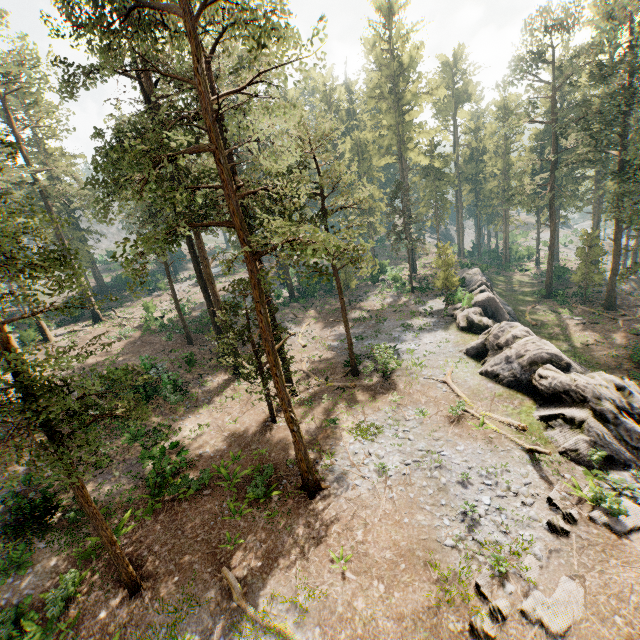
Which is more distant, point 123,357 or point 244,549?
point 123,357

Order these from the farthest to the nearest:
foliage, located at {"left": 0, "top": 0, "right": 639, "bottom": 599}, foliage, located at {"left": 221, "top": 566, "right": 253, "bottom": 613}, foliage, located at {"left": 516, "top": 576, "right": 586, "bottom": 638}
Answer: foliage, located at {"left": 221, "top": 566, "right": 253, "bottom": 613}, foliage, located at {"left": 0, "top": 0, "right": 639, "bottom": 599}, foliage, located at {"left": 516, "top": 576, "right": 586, "bottom": 638}

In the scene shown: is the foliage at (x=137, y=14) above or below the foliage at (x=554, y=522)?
above

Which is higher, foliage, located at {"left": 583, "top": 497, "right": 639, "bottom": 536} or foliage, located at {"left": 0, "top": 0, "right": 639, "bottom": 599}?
foliage, located at {"left": 0, "top": 0, "right": 639, "bottom": 599}

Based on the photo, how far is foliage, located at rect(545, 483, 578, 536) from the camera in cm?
1186

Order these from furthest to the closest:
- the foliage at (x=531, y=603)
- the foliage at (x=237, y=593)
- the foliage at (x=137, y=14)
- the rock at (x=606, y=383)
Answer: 1. the rock at (x=606, y=383)
2. the foliage at (x=237, y=593)
3. the foliage at (x=137, y=14)
4. the foliage at (x=531, y=603)

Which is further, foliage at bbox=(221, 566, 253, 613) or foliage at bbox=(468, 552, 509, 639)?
foliage at bbox=(221, 566, 253, 613)
